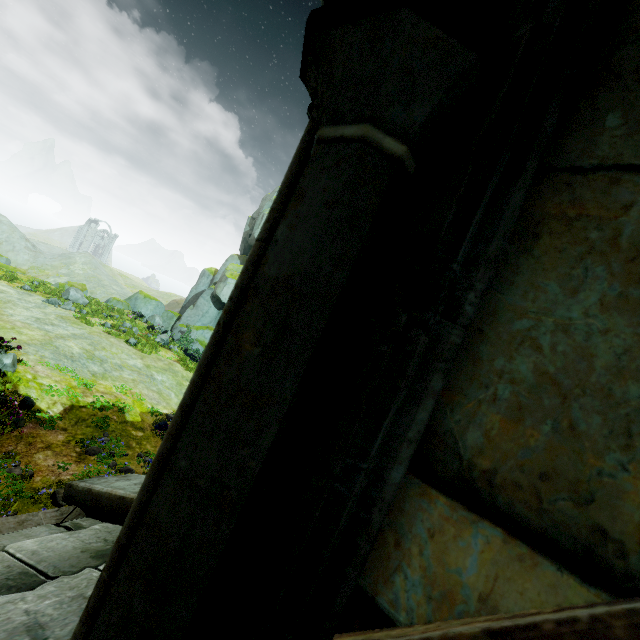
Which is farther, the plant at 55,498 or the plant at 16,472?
Result: the plant at 55,498

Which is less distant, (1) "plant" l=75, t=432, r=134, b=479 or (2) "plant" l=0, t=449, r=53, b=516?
(2) "plant" l=0, t=449, r=53, b=516

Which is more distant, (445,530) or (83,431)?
(83,431)

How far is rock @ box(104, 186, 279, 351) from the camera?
29.47m

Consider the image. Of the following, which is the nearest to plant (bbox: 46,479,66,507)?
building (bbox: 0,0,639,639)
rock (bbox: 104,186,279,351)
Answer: building (bbox: 0,0,639,639)

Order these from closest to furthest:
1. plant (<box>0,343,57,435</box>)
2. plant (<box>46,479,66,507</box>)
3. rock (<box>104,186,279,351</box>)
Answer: plant (<box>46,479,66,507</box>), plant (<box>0,343,57,435</box>), rock (<box>104,186,279,351</box>)

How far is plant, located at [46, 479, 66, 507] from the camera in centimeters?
836cm

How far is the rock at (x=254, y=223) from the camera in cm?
2947
